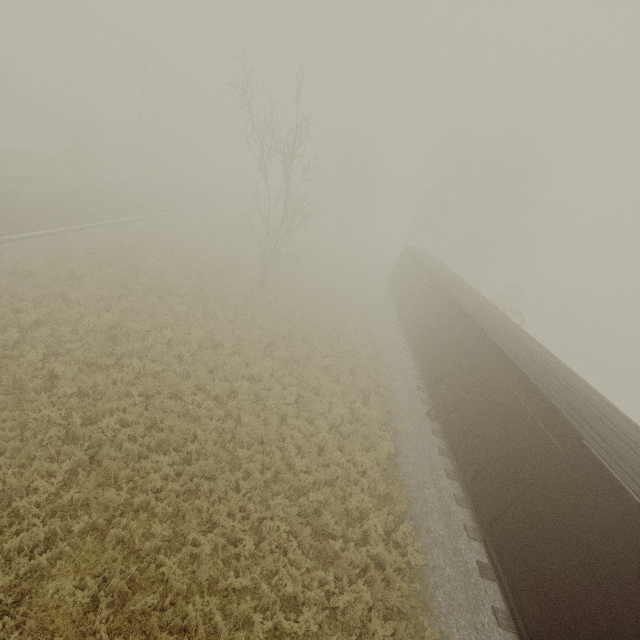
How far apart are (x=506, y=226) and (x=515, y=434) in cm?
3913
